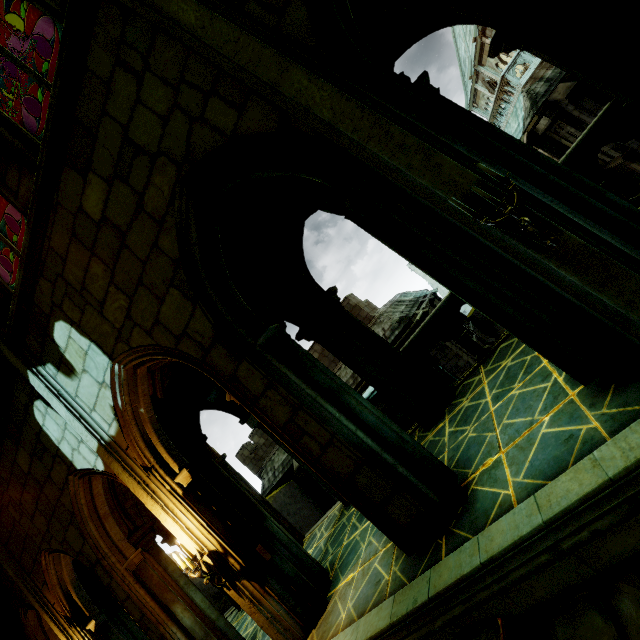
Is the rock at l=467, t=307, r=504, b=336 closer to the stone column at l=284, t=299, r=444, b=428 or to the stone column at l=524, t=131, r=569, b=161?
the stone column at l=524, t=131, r=569, b=161

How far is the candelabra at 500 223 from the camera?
2.34m

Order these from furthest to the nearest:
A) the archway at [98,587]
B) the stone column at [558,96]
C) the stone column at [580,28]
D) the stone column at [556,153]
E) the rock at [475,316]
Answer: the rock at [475,316] < the stone column at [556,153] < the stone column at [558,96] < the archway at [98,587] < the stone column at [580,28]

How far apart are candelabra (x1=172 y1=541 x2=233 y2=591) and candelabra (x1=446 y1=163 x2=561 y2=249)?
5.54m

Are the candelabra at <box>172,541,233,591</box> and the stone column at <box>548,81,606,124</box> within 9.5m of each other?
no

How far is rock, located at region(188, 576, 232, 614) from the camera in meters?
15.1 m

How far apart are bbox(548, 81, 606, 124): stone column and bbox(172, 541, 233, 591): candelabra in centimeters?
1992cm

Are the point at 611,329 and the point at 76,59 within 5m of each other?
no
